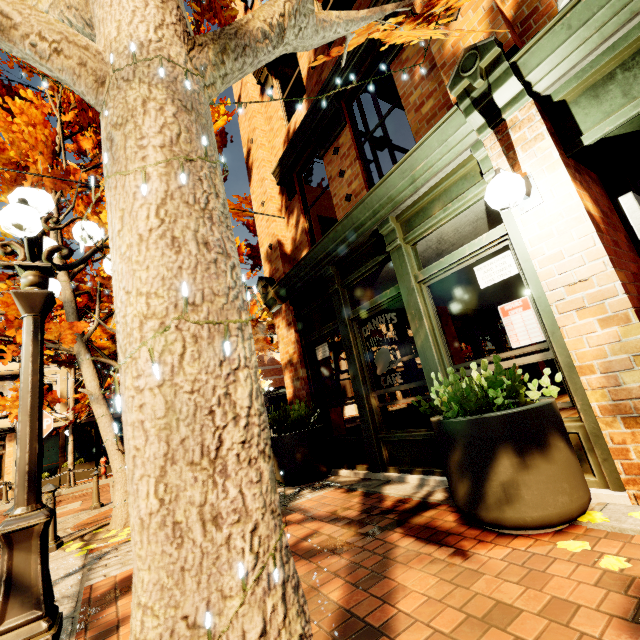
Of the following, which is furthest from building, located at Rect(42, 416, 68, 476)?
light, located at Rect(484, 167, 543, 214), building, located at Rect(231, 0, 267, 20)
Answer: light, located at Rect(484, 167, 543, 214)

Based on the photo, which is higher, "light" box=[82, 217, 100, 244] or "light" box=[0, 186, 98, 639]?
"light" box=[82, 217, 100, 244]

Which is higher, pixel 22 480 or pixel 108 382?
pixel 108 382

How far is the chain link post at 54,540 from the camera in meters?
4.5 m

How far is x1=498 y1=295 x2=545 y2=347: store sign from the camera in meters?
3.2

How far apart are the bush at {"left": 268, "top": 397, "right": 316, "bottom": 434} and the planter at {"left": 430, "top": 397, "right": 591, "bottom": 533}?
2.8 meters

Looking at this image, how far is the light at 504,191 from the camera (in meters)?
2.61

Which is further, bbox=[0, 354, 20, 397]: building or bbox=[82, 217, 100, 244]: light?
bbox=[0, 354, 20, 397]: building
